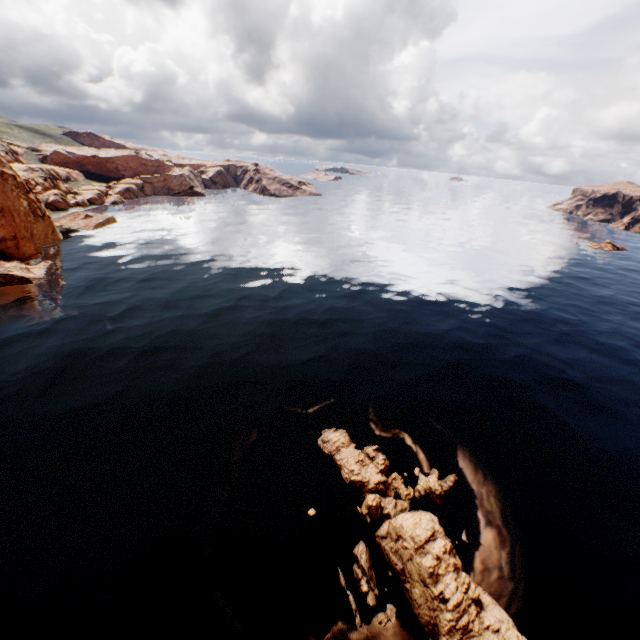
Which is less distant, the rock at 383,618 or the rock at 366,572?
the rock at 383,618

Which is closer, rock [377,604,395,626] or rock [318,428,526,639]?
rock [318,428,526,639]

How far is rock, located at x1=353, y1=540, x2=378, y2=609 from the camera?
15.7 meters

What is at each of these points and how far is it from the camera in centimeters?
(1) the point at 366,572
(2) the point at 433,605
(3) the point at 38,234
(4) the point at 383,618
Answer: (1) rock, 1628cm
(2) rock, 1470cm
(3) rock, 5556cm
(4) rock, 1509cm

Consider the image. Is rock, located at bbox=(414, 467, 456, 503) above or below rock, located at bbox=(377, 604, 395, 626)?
above
